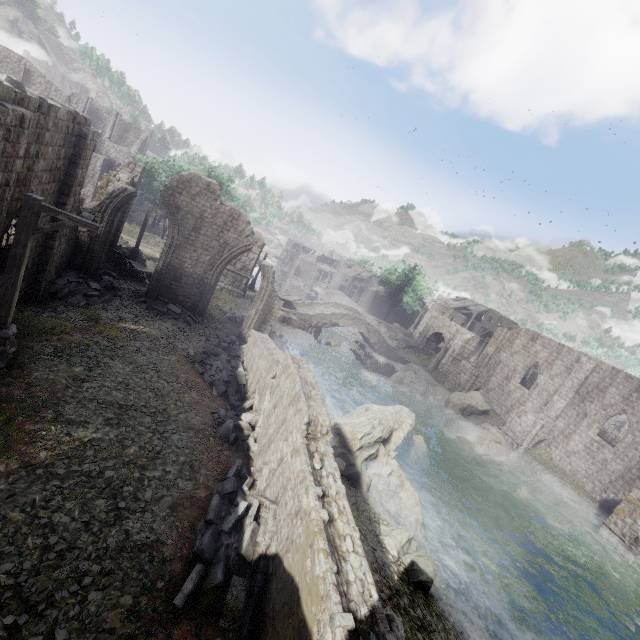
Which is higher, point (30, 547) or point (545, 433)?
point (545, 433)

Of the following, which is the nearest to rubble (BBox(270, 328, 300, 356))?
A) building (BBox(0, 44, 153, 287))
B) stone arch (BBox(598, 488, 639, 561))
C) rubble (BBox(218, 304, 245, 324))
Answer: rubble (BBox(218, 304, 245, 324))

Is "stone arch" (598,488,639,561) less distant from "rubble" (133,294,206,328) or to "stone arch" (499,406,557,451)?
"stone arch" (499,406,557,451)

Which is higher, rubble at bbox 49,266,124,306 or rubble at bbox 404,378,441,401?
rubble at bbox 49,266,124,306

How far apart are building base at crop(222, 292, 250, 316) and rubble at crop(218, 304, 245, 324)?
0.01m

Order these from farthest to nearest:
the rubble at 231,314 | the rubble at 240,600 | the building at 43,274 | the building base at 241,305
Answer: the building base at 241,305, the rubble at 231,314, the building at 43,274, the rubble at 240,600

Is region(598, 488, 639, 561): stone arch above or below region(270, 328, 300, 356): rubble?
above

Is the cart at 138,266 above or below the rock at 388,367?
above
